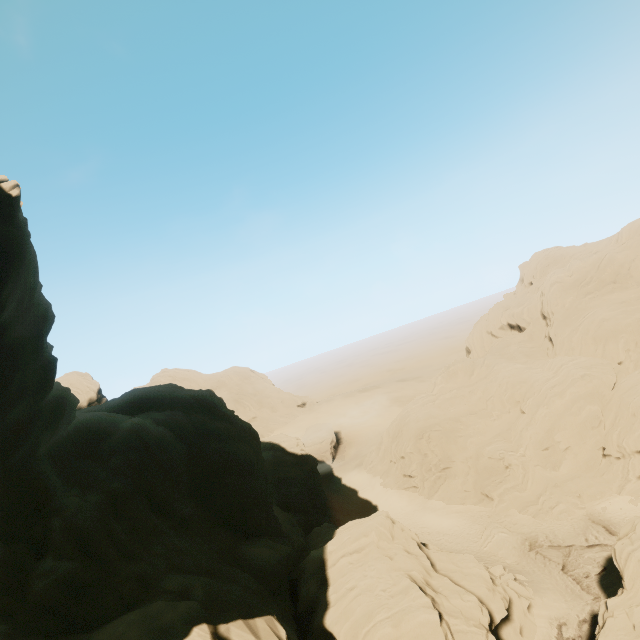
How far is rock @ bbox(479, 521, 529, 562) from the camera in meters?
32.4

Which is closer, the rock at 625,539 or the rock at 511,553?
the rock at 625,539

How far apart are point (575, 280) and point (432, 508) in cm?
4308

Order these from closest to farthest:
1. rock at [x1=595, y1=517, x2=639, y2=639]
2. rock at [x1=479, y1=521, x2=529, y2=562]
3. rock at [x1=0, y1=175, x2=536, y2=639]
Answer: rock at [x1=0, y1=175, x2=536, y2=639] < rock at [x1=595, y1=517, x2=639, y2=639] < rock at [x1=479, y1=521, x2=529, y2=562]

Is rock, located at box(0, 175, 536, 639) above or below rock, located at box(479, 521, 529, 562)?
above

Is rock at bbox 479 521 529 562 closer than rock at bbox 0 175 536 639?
No
